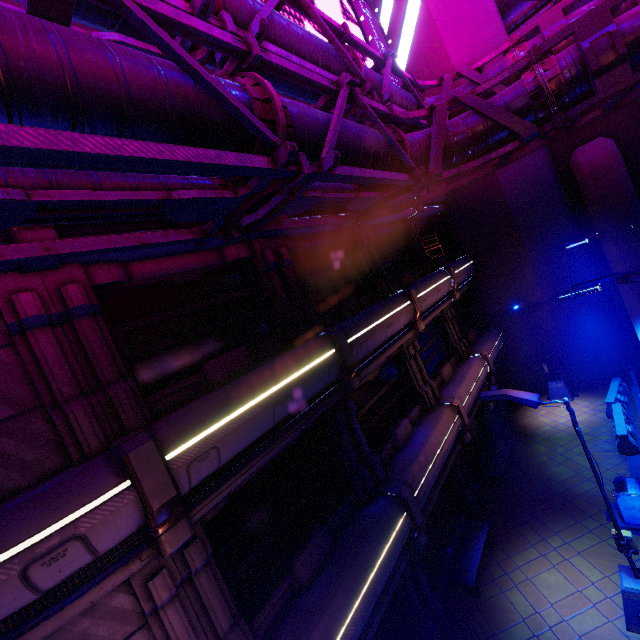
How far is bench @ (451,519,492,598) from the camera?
9.8m

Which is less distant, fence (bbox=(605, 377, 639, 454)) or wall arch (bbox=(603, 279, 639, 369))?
fence (bbox=(605, 377, 639, 454))

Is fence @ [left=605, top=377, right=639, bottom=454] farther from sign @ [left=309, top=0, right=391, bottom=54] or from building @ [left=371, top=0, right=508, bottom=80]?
sign @ [left=309, top=0, right=391, bottom=54]

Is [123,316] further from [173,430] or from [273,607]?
[273,607]

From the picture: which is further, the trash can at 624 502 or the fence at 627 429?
the fence at 627 429

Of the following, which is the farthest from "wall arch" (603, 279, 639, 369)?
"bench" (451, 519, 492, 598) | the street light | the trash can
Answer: the street light

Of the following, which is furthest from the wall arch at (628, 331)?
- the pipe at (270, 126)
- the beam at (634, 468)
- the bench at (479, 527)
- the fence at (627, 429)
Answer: the bench at (479, 527)

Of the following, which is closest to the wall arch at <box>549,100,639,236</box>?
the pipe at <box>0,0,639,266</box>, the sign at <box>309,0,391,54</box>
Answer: the pipe at <box>0,0,639,266</box>
